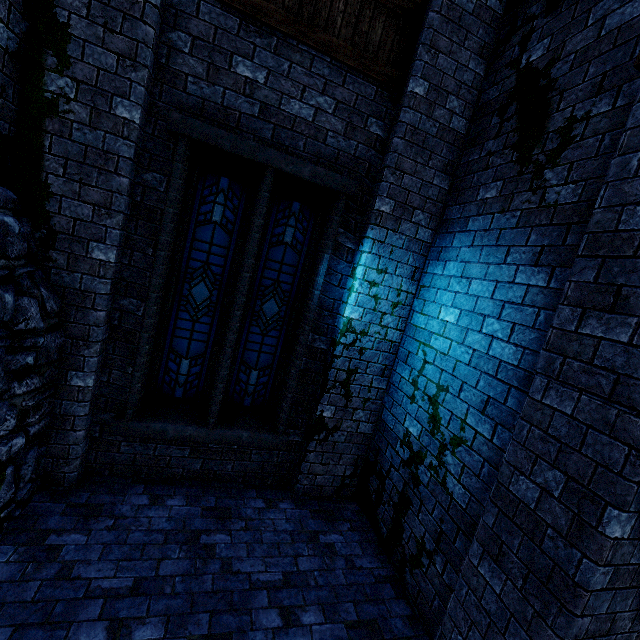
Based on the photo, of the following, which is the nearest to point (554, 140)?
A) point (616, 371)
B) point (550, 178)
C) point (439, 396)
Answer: point (550, 178)

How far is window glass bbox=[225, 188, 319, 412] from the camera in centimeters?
457cm

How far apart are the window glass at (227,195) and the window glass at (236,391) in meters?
0.2

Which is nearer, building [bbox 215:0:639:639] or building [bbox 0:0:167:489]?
building [bbox 215:0:639:639]

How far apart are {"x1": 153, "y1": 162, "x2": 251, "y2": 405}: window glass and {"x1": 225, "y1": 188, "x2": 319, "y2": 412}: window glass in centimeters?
22cm

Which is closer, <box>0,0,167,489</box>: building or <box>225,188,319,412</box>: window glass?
<box>0,0,167,489</box>: building

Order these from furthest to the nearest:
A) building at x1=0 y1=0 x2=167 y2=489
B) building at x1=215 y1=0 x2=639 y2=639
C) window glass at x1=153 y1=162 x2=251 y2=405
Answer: window glass at x1=153 y1=162 x2=251 y2=405 → building at x1=0 y1=0 x2=167 y2=489 → building at x1=215 y1=0 x2=639 y2=639

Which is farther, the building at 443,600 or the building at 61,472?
the building at 61,472
